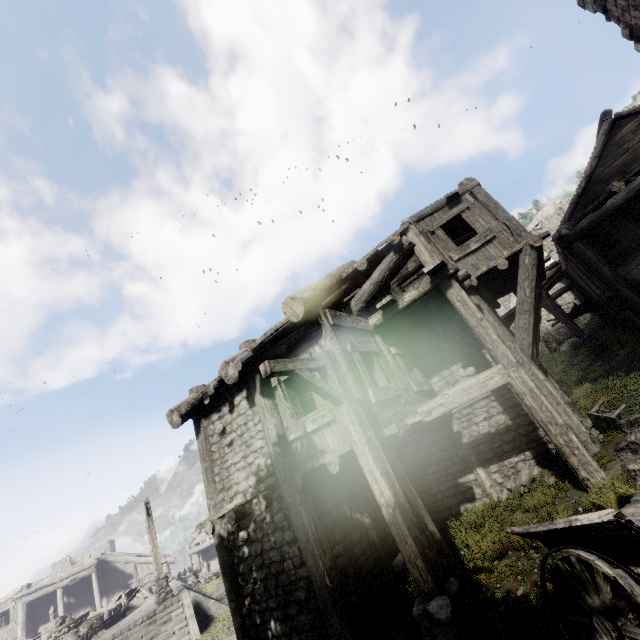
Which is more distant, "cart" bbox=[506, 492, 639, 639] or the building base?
the building base

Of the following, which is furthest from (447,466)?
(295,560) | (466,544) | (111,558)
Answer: (111,558)

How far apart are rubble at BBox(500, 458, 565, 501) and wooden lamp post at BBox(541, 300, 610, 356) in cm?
1369

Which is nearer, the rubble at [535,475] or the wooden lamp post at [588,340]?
the rubble at [535,475]

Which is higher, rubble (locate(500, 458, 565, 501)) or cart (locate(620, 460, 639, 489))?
cart (locate(620, 460, 639, 489))

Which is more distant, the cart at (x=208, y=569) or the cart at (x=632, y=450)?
the cart at (x=208, y=569)

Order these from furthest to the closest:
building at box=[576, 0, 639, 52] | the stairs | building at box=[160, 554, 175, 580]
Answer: building at box=[160, 554, 175, 580] → the stairs → building at box=[576, 0, 639, 52]

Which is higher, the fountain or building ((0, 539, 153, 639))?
building ((0, 539, 153, 639))
